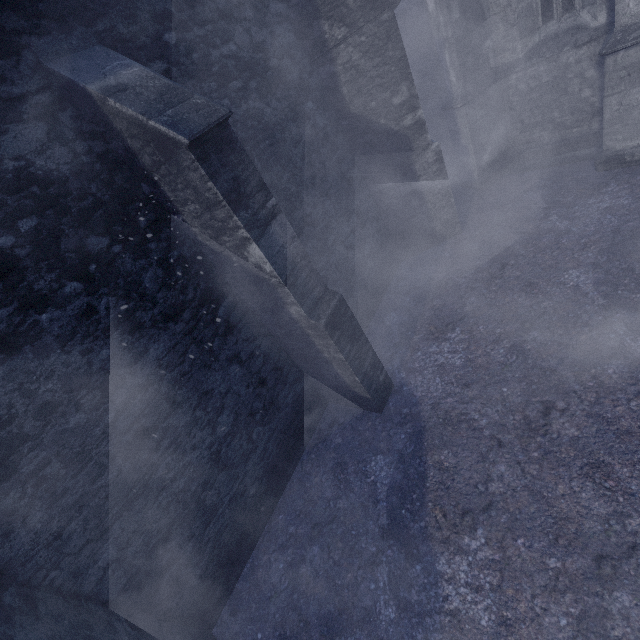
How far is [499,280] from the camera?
6.4m
